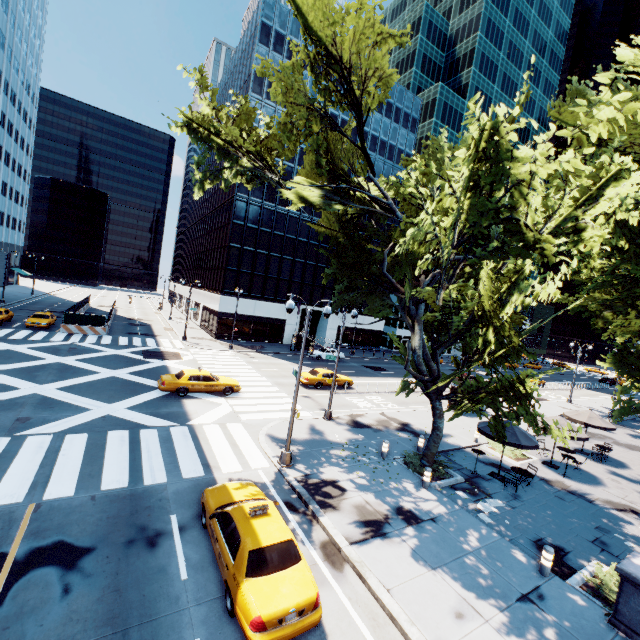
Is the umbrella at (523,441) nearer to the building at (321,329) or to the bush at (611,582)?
the bush at (611,582)

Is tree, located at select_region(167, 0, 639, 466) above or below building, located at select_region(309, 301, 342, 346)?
above

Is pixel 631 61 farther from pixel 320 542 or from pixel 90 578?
pixel 90 578

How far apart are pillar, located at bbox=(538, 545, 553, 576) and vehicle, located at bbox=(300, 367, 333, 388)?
18.76m

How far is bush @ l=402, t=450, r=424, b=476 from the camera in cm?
1529

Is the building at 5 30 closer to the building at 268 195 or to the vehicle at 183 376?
the building at 268 195

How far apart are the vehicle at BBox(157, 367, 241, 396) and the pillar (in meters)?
17.95

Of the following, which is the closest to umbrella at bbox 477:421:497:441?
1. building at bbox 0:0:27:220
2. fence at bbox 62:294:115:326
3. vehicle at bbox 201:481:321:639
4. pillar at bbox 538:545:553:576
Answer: pillar at bbox 538:545:553:576
